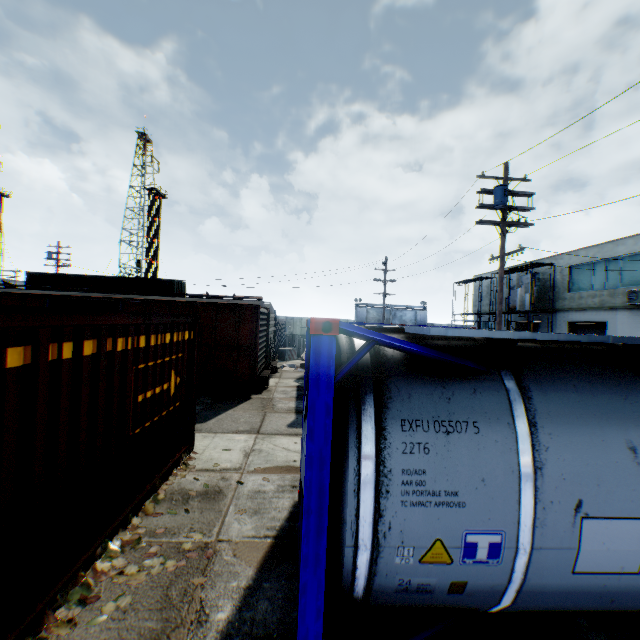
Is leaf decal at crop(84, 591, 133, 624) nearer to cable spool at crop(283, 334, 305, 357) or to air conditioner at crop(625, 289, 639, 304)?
cable spool at crop(283, 334, 305, 357)

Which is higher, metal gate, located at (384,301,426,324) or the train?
metal gate, located at (384,301,426,324)

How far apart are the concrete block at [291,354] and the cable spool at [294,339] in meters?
0.2

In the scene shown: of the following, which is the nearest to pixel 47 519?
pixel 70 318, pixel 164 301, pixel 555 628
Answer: pixel 70 318

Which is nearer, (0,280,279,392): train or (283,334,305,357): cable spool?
(0,280,279,392): train

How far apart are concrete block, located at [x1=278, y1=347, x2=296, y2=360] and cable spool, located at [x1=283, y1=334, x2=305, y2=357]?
0.2 meters

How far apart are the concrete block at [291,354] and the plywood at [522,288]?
20.9 meters

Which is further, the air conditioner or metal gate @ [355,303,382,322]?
metal gate @ [355,303,382,322]
